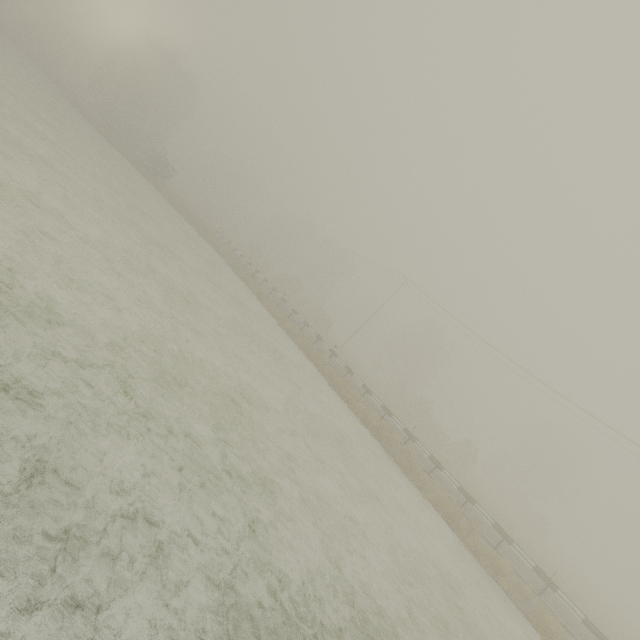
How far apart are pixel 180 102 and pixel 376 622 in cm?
Result: 6139
